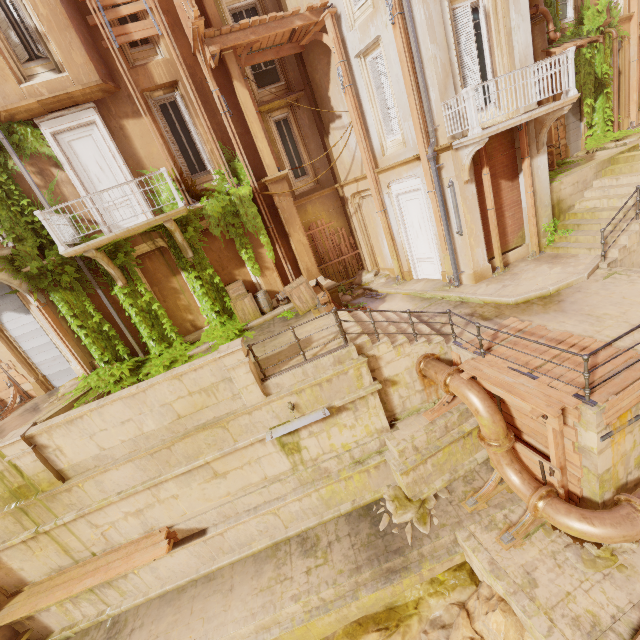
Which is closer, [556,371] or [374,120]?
[556,371]

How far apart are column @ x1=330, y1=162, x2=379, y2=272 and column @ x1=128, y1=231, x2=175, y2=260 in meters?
7.3 m

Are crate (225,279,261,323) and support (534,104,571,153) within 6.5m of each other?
no

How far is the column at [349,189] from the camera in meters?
13.1 m

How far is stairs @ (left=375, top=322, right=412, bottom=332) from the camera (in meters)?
8.98

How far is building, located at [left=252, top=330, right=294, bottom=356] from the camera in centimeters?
951cm

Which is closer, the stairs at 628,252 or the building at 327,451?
the building at 327,451

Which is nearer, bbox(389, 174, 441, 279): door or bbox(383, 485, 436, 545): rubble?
bbox(383, 485, 436, 545): rubble
